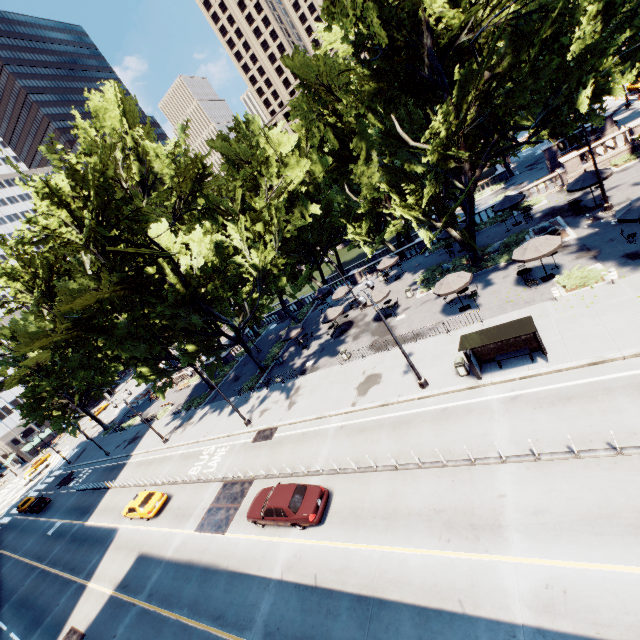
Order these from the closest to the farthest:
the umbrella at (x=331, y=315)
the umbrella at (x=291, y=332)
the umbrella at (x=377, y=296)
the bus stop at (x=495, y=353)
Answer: the bus stop at (x=495, y=353)
the umbrella at (x=377, y=296)
the umbrella at (x=331, y=315)
the umbrella at (x=291, y=332)

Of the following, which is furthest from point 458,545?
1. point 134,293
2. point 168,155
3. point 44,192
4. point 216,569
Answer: point 134,293

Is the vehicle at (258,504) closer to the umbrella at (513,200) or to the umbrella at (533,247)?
the umbrella at (533,247)

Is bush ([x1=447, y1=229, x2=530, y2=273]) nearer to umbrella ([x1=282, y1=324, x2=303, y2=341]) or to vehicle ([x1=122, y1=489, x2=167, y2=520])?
umbrella ([x1=282, y1=324, x2=303, y2=341])

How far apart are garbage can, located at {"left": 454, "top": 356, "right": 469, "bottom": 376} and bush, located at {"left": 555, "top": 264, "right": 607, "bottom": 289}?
7.4 meters

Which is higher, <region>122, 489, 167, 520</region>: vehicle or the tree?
the tree

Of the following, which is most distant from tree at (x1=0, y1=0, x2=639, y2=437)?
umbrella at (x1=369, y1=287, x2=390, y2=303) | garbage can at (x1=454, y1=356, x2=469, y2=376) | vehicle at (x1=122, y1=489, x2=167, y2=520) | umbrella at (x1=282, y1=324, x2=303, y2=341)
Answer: vehicle at (x1=122, y1=489, x2=167, y2=520)

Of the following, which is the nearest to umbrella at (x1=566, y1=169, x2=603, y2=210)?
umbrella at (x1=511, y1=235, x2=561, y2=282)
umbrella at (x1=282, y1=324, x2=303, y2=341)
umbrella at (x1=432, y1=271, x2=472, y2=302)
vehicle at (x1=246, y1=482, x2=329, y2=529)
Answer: umbrella at (x1=511, y1=235, x2=561, y2=282)
